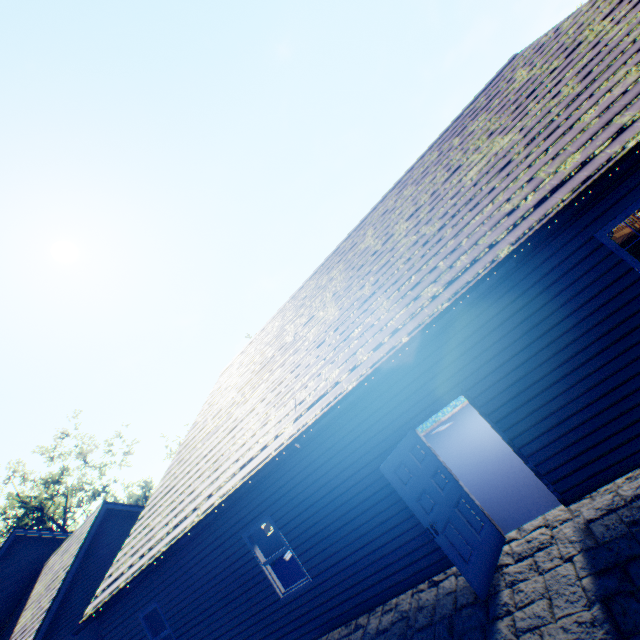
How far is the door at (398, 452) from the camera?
4.8 meters

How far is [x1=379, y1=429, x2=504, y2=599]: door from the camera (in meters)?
4.77

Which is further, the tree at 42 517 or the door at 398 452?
the tree at 42 517

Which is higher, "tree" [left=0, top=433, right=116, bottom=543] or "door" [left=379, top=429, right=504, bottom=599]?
"tree" [left=0, top=433, right=116, bottom=543]

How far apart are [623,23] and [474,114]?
3.32m

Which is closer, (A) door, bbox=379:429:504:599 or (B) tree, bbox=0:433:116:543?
(A) door, bbox=379:429:504:599
